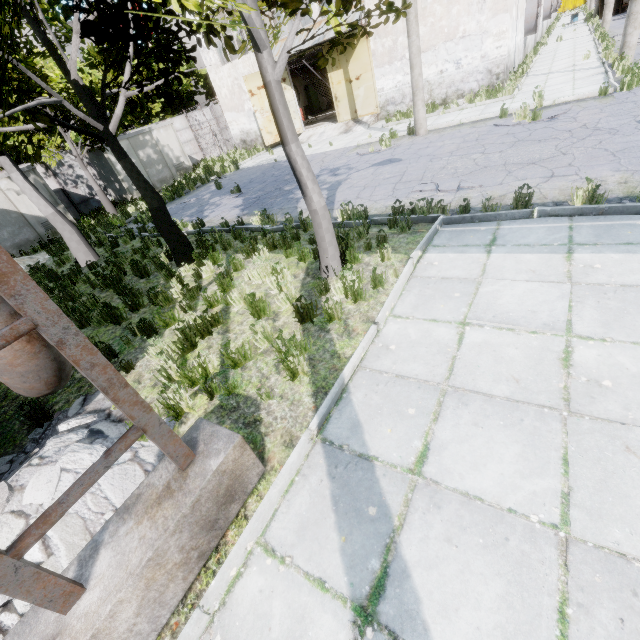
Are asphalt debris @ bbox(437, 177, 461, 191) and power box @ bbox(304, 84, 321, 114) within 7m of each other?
no

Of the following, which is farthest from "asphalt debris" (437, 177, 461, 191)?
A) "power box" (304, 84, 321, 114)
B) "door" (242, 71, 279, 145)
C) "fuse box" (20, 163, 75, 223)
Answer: "power box" (304, 84, 321, 114)

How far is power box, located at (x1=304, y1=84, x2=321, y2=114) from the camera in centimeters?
3081cm

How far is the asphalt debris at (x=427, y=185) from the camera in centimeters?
778cm

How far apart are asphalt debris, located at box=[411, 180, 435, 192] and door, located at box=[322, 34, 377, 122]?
13.5m

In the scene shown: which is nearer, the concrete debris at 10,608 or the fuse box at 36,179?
the concrete debris at 10,608

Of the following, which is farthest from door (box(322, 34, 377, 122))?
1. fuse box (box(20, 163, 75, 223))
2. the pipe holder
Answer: the pipe holder

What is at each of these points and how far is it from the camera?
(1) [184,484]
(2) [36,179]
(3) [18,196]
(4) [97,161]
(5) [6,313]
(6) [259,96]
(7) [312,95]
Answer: (1) pipe holder, 2.5m
(2) fuse box, 16.2m
(3) fuse box, 15.8m
(4) fuse box, 19.3m
(5) pipe, 2.9m
(6) door, 20.0m
(7) power box, 31.2m
